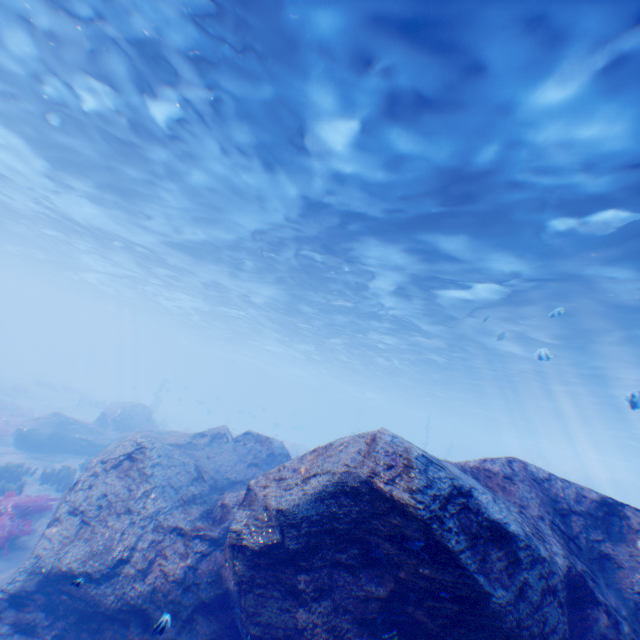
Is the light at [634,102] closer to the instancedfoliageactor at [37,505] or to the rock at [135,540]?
the rock at [135,540]

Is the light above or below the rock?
above

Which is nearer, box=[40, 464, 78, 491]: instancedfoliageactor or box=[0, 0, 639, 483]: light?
box=[0, 0, 639, 483]: light

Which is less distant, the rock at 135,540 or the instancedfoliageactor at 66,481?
the rock at 135,540

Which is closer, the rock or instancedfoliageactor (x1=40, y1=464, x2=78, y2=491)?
the rock

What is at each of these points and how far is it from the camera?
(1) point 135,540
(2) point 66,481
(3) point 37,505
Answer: (1) rock, 5.96m
(2) instancedfoliageactor, 12.39m
(3) instancedfoliageactor, 8.95m

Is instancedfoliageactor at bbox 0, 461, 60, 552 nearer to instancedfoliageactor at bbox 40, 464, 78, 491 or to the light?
instancedfoliageactor at bbox 40, 464, 78, 491

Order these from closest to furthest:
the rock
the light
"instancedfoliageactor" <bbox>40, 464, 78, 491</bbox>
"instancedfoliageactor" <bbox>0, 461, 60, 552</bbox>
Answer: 1. the rock
2. the light
3. "instancedfoliageactor" <bbox>0, 461, 60, 552</bbox>
4. "instancedfoliageactor" <bbox>40, 464, 78, 491</bbox>
